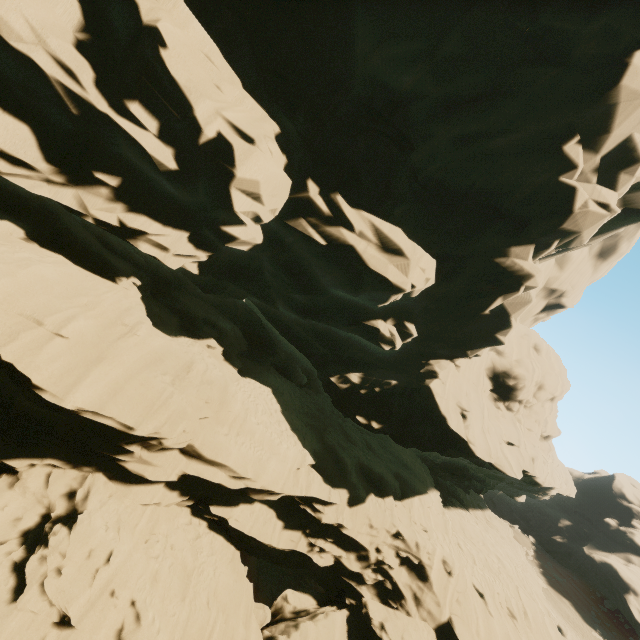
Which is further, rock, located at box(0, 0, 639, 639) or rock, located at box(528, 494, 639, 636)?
rock, located at box(528, 494, 639, 636)

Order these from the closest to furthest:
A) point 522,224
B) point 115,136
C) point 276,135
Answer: → point 115,136 → point 276,135 → point 522,224

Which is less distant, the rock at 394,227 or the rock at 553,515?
the rock at 394,227
